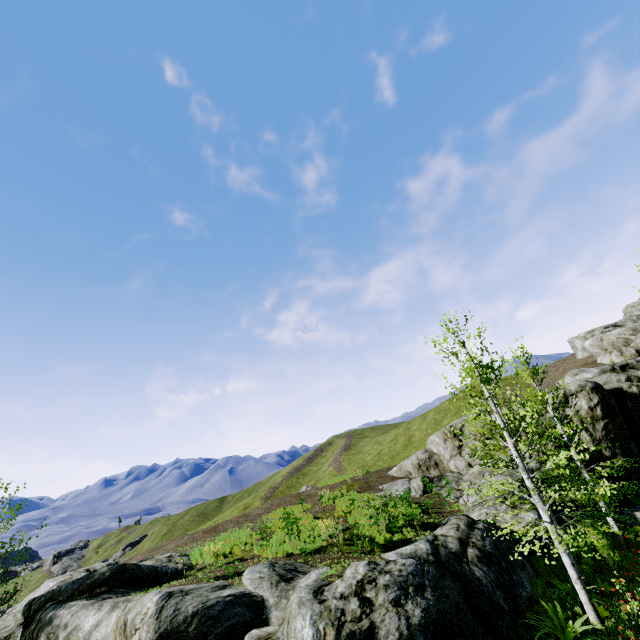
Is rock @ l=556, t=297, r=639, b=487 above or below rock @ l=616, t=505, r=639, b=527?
above

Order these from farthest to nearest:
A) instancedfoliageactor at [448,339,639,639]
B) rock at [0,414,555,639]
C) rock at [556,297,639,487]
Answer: rock at [556,297,639,487] < instancedfoliageactor at [448,339,639,639] < rock at [0,414,555,639]

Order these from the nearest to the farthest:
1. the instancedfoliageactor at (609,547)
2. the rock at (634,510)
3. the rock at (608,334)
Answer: the instancedfoliageactor at (609,547) < the rock at (634,510) < the rock at (608,334)

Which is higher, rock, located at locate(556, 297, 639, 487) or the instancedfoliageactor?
rock, located at locate(556, 297, 639, 487)

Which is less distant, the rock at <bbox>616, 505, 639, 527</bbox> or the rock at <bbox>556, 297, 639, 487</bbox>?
the rock at <bbox>616, 505, 639, 527</bbox>

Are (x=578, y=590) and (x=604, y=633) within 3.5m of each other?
yes

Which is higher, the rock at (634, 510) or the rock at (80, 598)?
the rock at (80, 598)
